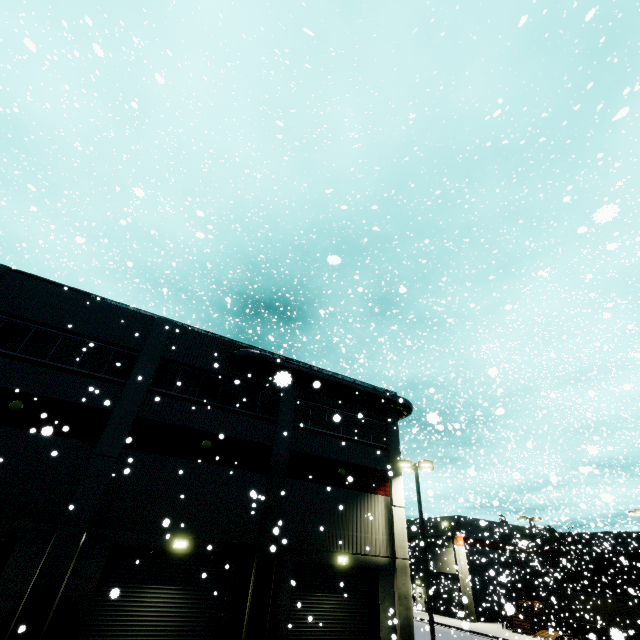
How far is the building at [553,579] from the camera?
40.8m

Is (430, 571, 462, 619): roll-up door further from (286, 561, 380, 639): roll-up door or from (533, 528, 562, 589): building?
(286, 561, 380, 639): roll-up door

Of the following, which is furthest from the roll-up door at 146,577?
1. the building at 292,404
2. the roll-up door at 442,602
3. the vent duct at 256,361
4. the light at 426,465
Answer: the roll-up door at 442,602

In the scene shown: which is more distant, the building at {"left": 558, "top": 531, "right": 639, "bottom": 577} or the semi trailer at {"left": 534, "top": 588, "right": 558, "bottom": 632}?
the building at {"left": 558, "top": 531, "right": 639, "bottom": 577}

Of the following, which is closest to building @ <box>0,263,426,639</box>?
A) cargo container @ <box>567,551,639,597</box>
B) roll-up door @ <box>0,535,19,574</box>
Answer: roll-up door @ <box>0,535,19,574</box>

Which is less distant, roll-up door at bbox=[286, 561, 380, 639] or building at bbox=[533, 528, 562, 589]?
roll-up door at bbox=[286, 561, 380, 639]

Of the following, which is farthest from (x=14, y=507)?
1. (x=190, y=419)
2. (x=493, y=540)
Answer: (x=493, y=540)

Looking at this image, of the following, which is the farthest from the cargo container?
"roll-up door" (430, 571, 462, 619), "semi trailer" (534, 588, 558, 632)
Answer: "roll-up door" (430, 571, 462, 619)
